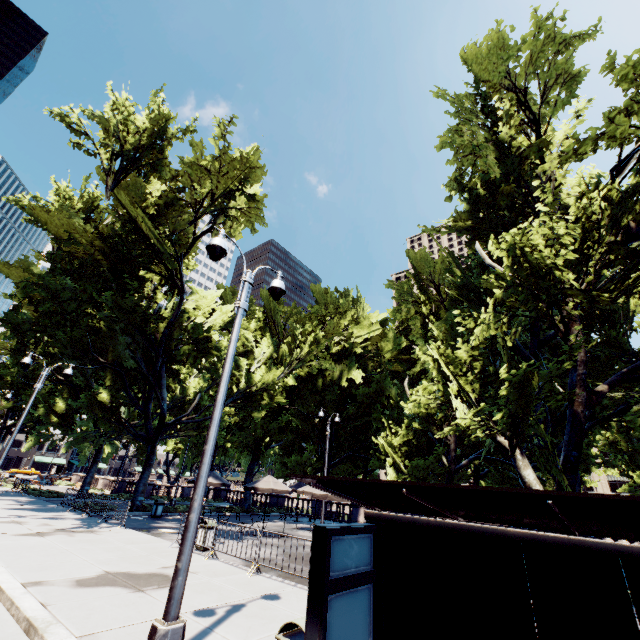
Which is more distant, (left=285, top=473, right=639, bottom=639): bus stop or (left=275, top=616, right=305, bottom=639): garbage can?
(left=275, top=616, right=305, bottom=639): garbage can

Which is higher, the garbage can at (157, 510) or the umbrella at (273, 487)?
the umbrella at (273, 487)

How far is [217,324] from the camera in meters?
26.8 m

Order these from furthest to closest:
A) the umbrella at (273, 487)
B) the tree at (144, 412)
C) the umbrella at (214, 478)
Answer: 1. the umbrella at (214, 478)
2. the tree at (144, 412)
3. the umbrella at (273, 487)

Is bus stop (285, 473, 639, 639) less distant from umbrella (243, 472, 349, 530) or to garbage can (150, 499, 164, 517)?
umbrella (243, 472, 349, 530)

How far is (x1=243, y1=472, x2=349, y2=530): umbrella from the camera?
14.7m

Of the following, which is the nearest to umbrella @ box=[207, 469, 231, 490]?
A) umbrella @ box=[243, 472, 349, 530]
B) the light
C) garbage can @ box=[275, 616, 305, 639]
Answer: umbrella @ box=[243, 472, 349, 530]

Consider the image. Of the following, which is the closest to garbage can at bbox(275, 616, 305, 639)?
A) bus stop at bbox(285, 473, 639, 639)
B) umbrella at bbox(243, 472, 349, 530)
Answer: bus stop at bbox(285, 473, 639, 639)
